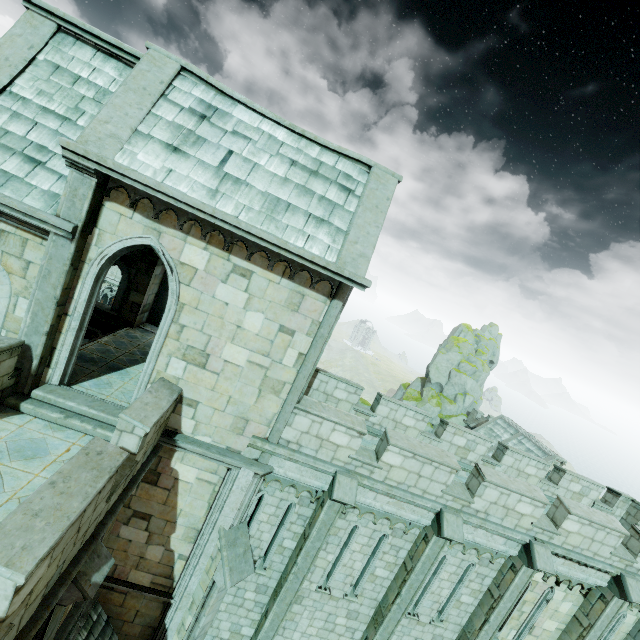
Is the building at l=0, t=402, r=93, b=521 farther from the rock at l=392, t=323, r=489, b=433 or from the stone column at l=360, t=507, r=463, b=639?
the rock at l=392, t=323, r=489, b=433

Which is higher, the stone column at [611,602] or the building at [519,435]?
the stone column at [611,602]

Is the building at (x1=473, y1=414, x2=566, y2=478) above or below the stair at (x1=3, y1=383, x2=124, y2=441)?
below

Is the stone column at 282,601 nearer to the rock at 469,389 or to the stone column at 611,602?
the stone column at 611,602

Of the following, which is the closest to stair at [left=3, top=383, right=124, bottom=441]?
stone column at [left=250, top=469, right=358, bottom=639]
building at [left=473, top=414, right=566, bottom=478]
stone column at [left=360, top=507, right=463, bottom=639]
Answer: stone column at [left=250, top=469, right=358, bottom=639]

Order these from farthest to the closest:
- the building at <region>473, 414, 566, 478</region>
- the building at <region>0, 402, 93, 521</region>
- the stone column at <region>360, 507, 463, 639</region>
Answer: the building at <region>473, 414, 566, 478</region>
the stone column at <region>360, 507, 463, 639</region>
the building at <region>0, 402, 93, 521</region>

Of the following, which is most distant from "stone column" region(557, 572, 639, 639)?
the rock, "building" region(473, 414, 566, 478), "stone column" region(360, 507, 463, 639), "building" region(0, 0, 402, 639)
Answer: the rock

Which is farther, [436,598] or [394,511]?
[436,598]
